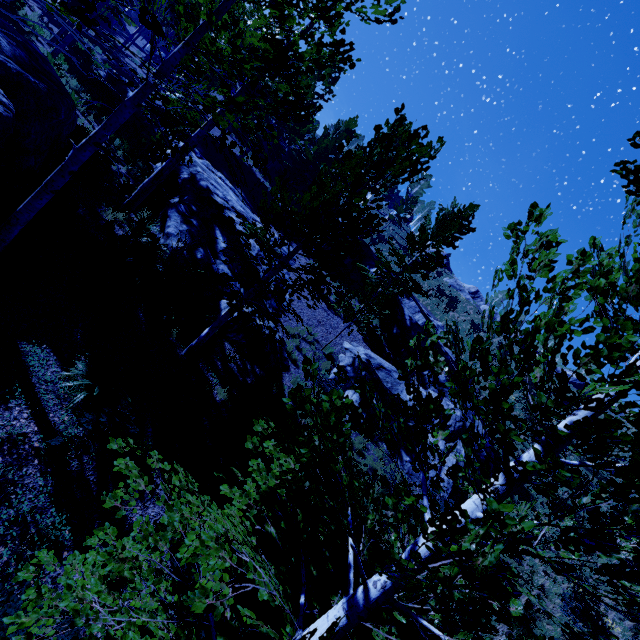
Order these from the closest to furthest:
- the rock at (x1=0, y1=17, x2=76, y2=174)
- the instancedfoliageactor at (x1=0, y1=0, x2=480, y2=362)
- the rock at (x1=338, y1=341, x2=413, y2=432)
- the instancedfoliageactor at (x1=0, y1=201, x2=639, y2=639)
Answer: the instancedfoliageactor at (x1=0, y1=201, x2=639, y2=639), the instancedfoliageactor at (x1=0, y1=0, x2=480, y2=362), the rock at (x1=0, y1=17, x2=76, y2=174), the rock at (x1=338, y1=341, x2=413, y2=432)

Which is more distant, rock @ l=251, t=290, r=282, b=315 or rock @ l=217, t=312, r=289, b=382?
rock @ l=251, t=290, r=282, b=315

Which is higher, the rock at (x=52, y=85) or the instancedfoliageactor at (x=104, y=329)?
the rock at (x=52, y=85)

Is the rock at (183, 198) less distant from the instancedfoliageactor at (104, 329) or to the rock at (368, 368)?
the instancedfoliageactor at (104, 329)

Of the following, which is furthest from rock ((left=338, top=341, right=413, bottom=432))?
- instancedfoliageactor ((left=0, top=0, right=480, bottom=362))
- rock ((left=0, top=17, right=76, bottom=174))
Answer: rock ((left=0, top=17, right=76, bottom=174))

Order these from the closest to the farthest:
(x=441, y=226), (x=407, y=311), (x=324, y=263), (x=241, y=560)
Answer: (x=241, y=560), (x=324, y=263), (x=441, y=226), (x=407, y=311)

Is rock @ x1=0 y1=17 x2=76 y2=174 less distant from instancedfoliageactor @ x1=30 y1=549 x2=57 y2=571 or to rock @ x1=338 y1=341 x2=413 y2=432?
instancedfoliageactor @ x1=30 y1=549 x2=57 y2=571
